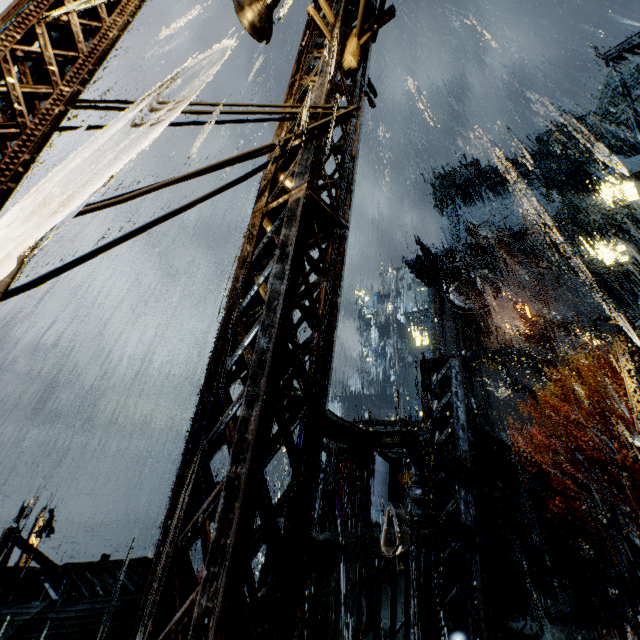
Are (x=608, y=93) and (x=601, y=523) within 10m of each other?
no

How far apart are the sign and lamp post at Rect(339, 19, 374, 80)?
41.6m

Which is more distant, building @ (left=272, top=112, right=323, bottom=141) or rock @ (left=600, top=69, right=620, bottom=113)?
rock @ (left=600, top=69, right=620, bottom=113)

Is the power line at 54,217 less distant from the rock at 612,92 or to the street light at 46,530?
the street light at 46,530

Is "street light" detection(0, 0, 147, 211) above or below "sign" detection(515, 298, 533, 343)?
below

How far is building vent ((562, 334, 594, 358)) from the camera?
36.06m

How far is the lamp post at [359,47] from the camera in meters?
3.8 m

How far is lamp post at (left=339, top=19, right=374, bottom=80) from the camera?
3.8m
